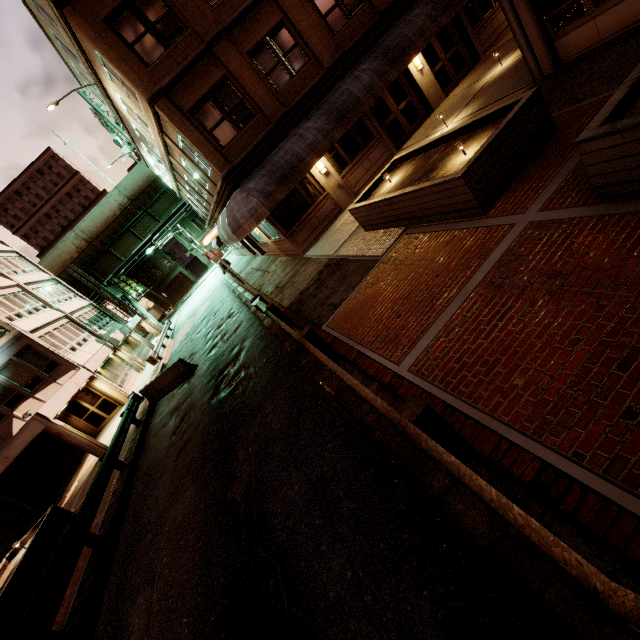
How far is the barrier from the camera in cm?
1535

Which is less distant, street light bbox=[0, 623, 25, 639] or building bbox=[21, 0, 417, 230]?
street light bbox=[0, 623, 25, 639]

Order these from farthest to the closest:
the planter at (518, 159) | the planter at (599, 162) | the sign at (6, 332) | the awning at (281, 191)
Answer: the sign at (6, 332) < the awning at (281, 191) < the planter at (518, 159) < the planter at (599, 162)

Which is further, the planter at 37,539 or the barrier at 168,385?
the barrier at 168,385

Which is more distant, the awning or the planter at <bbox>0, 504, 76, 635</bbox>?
the awning

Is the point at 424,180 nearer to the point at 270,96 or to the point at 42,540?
the point at 270,96

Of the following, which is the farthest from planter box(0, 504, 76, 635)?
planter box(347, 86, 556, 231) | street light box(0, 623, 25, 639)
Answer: planter box(347, 86, 556, 231)

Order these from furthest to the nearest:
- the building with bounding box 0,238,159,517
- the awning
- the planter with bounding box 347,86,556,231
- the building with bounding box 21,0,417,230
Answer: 1. the building with bounding box 0,238,159,517
2. the awning
3. the building with bounding box 21,0,417,230
4. the planter with bounding box 347,86,556,231
